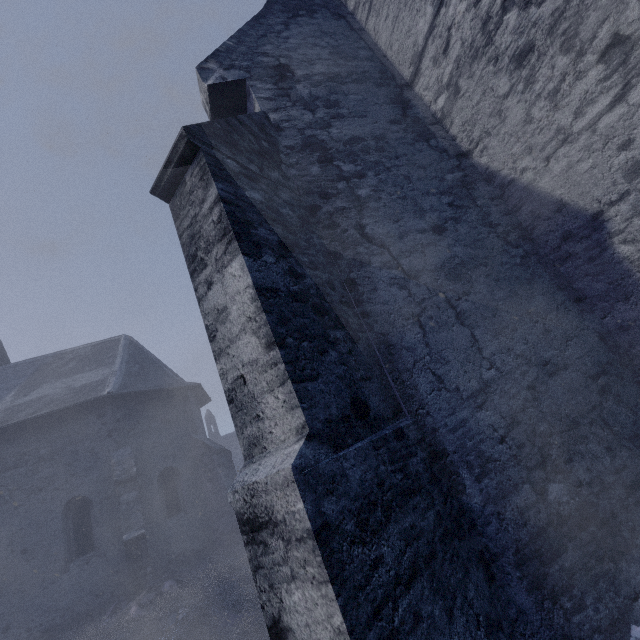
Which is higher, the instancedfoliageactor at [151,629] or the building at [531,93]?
the building at [531,93]

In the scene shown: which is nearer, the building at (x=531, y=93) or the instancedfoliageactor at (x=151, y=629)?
the building at (x=531, y=93)

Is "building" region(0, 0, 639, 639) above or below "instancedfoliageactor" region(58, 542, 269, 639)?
above

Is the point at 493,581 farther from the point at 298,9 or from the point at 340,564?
the point at 298,9

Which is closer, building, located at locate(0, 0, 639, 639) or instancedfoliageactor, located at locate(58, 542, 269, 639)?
building, located at locate(0, 0, 639, 639)
